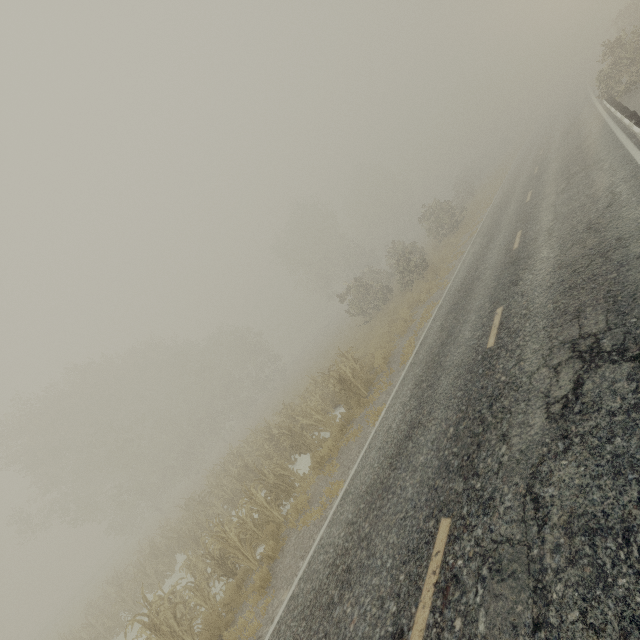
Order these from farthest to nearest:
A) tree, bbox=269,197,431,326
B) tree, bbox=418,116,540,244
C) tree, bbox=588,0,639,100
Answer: tree, bbox=418,116,540,244, tree, bbox=269,197,431,326, tree, bbox=588,0,639,100

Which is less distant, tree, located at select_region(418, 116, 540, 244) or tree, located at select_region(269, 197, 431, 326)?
tree, located at select_region(269, 197, 431, 326)

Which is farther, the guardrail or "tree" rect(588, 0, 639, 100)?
"tree" rect(588, 0, 639, 100)

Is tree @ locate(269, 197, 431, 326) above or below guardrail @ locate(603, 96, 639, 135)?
above

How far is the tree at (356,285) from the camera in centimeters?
2423cm

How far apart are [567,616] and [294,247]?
48.16m

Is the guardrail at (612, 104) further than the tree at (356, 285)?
No

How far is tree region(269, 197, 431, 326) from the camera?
24.2 meters
